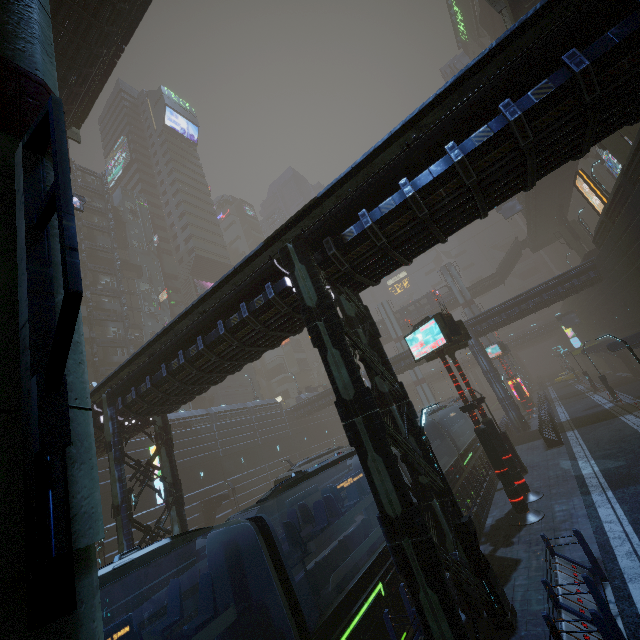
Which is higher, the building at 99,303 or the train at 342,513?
the building at 99,303

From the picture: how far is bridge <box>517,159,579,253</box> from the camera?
36.41m

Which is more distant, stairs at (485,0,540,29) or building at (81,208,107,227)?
building at (81,208,107,227)

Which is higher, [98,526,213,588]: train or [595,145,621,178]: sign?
[595,145,621,178]: sign

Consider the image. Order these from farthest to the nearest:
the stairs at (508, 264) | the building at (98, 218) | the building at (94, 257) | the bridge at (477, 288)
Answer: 1. the bridge at (477, 288)
2. the stairs at (508, 264)
3. the building at (98, 218)
4. the building at (94, 257)

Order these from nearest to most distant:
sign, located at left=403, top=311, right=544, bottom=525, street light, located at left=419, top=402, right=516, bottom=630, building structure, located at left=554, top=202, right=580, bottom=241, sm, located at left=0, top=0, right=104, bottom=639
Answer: sm, located at left=0, top=0, right=104, bottom=639, street light, located at left=419, top=402, right=516, bottom=630, sign, located at left=403, top=311, right=544, bottom=525, building structure, located at left=554, top=202, right=580, bottom=241

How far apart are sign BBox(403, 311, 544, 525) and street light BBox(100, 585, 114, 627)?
21.6 meters

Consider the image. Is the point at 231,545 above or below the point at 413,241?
below
